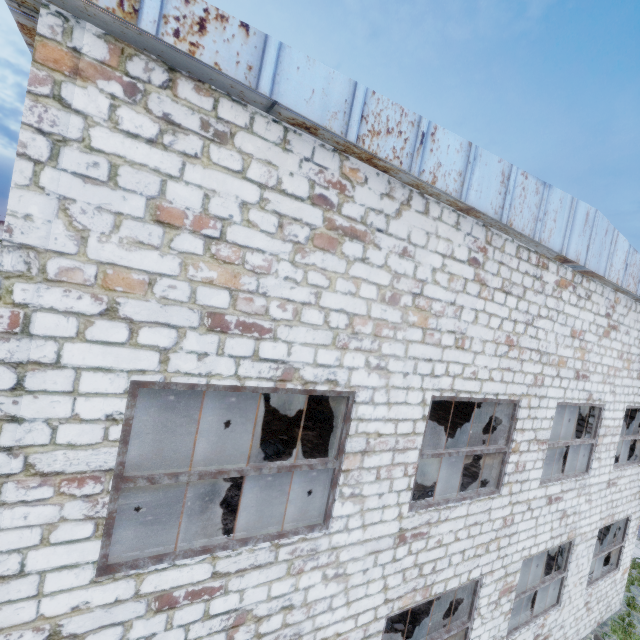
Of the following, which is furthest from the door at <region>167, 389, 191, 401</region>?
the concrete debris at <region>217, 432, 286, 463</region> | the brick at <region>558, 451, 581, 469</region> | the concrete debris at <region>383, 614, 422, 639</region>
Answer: the brick at <region>558, 451, 581, 469</region>

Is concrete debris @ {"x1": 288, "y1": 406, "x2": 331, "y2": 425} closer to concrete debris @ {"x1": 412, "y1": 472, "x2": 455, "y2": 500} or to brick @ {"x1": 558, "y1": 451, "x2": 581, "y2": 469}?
concrete debris @ {"x1": 412, "y1": 472, "x2": 455, "y2": 500}

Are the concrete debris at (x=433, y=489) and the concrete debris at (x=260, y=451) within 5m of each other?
yes

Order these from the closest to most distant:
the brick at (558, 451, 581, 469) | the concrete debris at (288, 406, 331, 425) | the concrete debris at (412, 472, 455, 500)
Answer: the concrete debris at (412, 472, 455, 500), the concrete debris at (288, 406, 331, 425), the brick at (558, 451, 581, 469)

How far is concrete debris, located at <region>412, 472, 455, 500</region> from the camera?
8.1 meters

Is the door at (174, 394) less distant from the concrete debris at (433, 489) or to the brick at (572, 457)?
the concrete debris at (433, 489)

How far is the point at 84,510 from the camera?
3.2 meters

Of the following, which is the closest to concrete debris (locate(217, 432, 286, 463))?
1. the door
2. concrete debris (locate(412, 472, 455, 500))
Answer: concrete debris (locate(412, 472, 455, 500))
